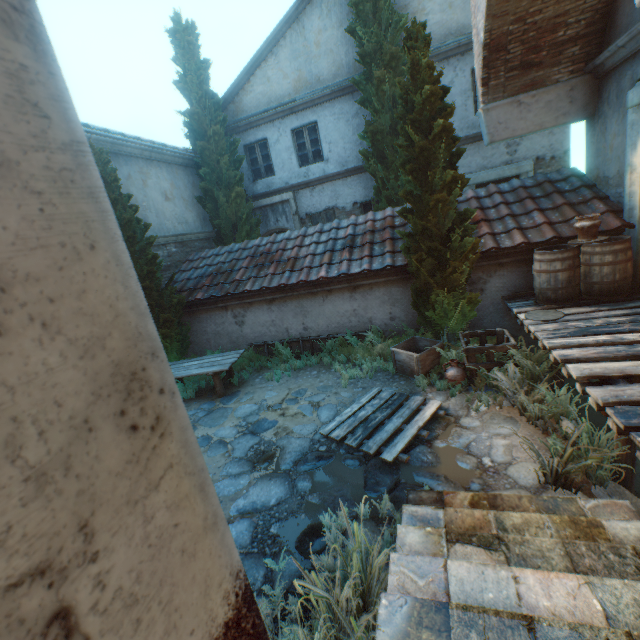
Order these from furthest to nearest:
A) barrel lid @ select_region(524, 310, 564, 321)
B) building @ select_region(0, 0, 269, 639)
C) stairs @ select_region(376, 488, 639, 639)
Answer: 1. barrel lid @ select_region(524, 310, 564, 321)
2. stairs @ select_region(376, 488, 639, 639)
3. building @ select_region(0, 0, 269, 639)

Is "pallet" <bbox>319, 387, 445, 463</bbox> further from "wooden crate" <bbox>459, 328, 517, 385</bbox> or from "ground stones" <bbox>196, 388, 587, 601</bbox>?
"wooden crate" <bbox>459, 328, 517, 385</bbox>

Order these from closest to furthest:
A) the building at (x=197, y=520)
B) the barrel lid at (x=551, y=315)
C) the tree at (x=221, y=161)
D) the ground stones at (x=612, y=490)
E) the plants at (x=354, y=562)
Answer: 1. the building at (x=197, y=520)
2. the plants at (x=354, y=562)
3. the ground stones at (x=612, y=490)
4. the barrel lid at (x=551, y=315)
5. the tree at (x=221, y=161)

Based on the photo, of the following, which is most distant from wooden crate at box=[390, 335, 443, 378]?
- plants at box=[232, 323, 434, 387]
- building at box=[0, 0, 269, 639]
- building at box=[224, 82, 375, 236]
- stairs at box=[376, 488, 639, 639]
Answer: building at box=[224, 82, 375, 236]

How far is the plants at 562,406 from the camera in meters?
3.2 m

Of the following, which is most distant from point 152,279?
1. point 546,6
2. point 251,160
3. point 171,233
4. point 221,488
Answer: point 546,6

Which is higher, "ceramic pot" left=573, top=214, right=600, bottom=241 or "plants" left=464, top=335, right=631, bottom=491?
"ceramic pot" left=573, top=214, right=600, bottom=241

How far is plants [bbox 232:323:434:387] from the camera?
6.9m
